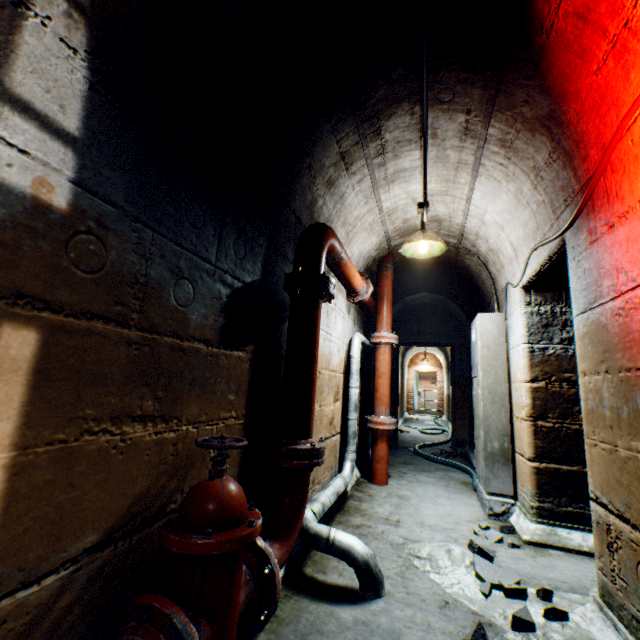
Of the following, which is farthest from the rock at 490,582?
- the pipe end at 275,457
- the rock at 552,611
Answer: the pipe end at 275,457

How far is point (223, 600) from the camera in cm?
110

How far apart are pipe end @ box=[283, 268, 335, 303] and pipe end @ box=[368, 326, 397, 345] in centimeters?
190cm

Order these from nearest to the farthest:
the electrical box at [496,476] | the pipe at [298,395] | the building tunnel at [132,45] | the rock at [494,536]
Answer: the building tunnel at [132,45] → the pipe at [298,395] → the rock at [494,536] → the electrical box at [496,476]

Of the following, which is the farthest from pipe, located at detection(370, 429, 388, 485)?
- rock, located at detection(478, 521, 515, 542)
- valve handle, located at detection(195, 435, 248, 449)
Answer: rock, located at detection(478, 521, 515, 542)

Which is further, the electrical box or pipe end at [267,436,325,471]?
the electrical box

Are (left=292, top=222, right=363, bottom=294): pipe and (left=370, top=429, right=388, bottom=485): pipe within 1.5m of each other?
yes

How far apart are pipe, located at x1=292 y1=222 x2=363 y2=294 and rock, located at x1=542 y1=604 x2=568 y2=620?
2.2 meters
